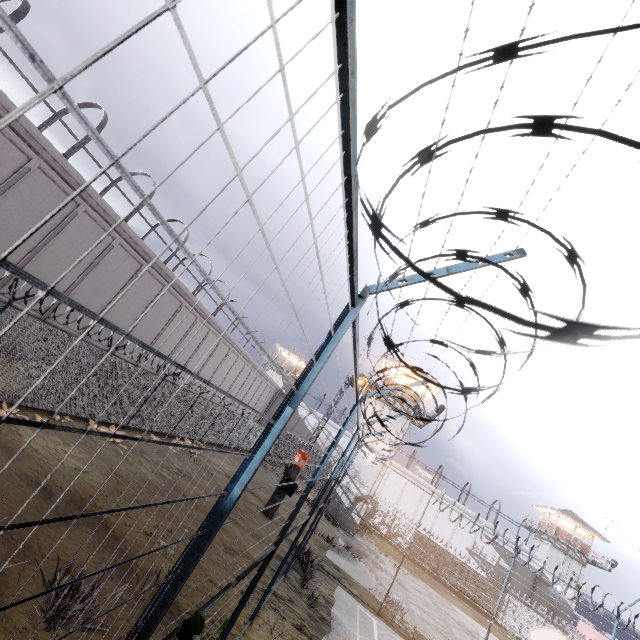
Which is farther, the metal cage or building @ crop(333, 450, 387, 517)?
building @ crop(333, 450, 387, 517)

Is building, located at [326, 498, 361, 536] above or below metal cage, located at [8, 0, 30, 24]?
below

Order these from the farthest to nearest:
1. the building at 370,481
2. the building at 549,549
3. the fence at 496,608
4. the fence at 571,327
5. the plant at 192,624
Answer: the building at 549,549 < the building at 370,481 < the fence at 496,608 < the plant at 192,624 < the fence at 571,327

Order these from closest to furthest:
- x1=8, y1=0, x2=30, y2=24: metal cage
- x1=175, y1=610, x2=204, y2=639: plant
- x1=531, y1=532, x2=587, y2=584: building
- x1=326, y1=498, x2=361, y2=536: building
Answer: x1=175, y1=610, x2=204, y2=639: plant < x1=8, y1=0, x2=30, y2=24: metal cage < x1=326, y1=498, x2=361, y2=536: building < x1=531, y1=532, x2=587, y2=584: building

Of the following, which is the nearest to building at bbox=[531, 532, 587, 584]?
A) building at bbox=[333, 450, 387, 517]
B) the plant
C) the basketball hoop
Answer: building at bbox=[333, 450, 387, 517]

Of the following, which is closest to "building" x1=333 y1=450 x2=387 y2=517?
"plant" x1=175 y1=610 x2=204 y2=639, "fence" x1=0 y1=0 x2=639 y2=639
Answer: "fence" x1=0 y1=0 x2=639 y2=639

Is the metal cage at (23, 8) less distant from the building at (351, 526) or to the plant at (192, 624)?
the plant at (192, 624)

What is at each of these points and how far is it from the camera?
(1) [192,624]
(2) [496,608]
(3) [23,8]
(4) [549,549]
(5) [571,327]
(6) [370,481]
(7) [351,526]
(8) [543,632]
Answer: (1) plant, 1.8m
(2) fence, 13.5m
(3) metal cage, 11.3m
(4) building, 39.1m
(5) fence, 0.7m
(6) building, 27.7m
(7) building, 26.4m
(8) basketball hoop, 12.1m
